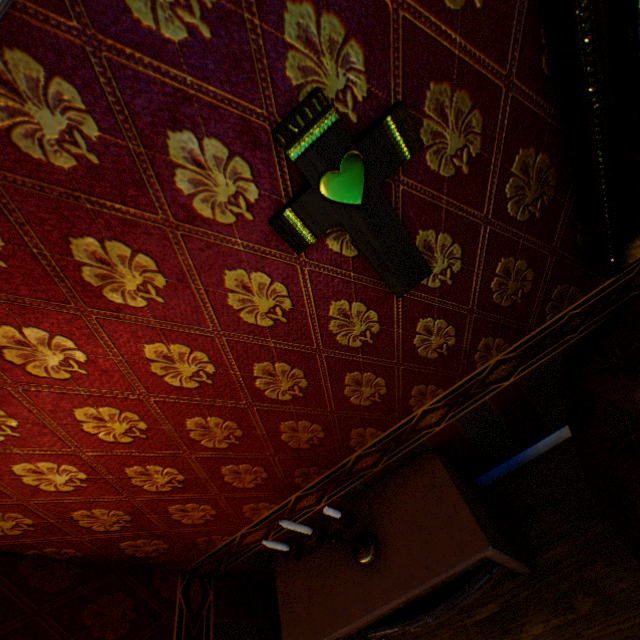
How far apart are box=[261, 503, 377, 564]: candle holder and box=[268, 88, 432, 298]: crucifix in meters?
0.9

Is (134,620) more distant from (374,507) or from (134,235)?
(134,235)

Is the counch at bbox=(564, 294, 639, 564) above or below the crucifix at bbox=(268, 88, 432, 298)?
below

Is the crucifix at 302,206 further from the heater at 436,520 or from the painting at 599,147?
the heater at 436,520

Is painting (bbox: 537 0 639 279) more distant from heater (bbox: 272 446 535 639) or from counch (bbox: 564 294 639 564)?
heater (bbox: 272 446 535 639)

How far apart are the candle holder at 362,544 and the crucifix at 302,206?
0.94m

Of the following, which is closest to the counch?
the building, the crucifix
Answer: the building

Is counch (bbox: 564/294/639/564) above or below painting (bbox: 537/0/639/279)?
below
